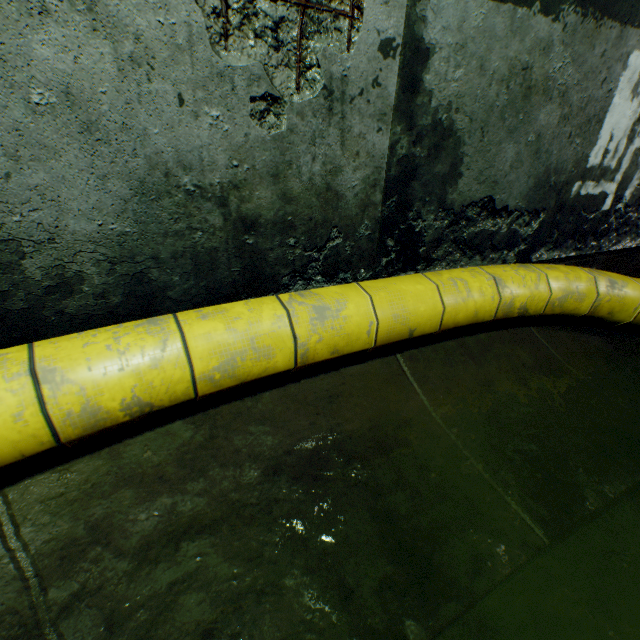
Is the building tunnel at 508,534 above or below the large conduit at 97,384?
below

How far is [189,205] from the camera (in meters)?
1.47

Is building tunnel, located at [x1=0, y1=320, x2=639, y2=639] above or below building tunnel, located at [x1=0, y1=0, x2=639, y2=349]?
below

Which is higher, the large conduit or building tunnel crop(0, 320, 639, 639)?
the large conduit
